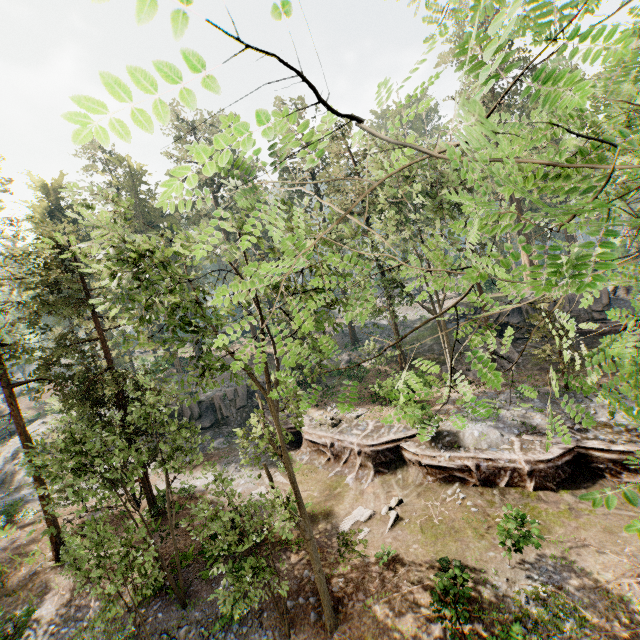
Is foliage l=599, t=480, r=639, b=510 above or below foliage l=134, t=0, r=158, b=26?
below

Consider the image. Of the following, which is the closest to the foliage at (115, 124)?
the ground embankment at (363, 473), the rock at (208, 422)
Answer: the ground embankment at (363, 473)

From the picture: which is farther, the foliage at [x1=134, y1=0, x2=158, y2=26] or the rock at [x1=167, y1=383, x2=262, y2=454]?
the rock at [x1=167, y1=383, x2=262, y2=454]

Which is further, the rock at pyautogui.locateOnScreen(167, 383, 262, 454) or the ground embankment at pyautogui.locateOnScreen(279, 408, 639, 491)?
the rock at pyautogui.locateOnScreen(167, 383, 262, 454)

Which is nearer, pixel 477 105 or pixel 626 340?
pixel 477 105

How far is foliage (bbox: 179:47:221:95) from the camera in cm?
80

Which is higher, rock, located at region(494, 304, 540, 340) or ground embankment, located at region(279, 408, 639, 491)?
rock, located at region(494, 304, 540, 340)
